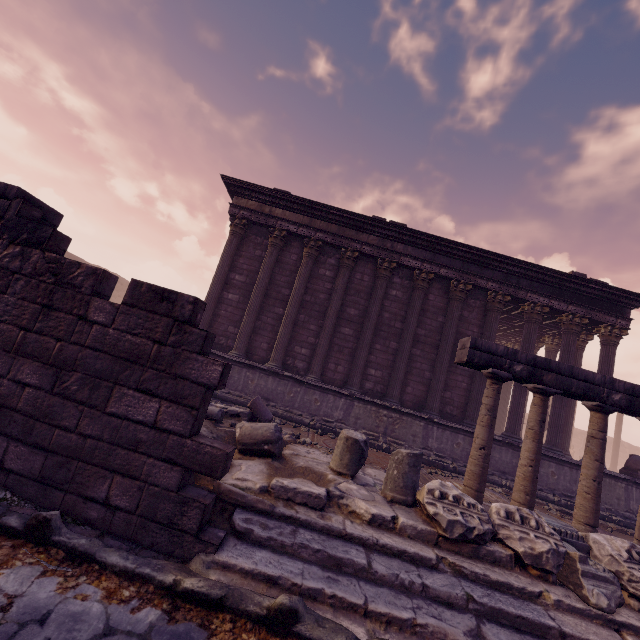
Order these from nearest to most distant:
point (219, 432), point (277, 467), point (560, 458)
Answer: point (277, 467) → point (219, 432) → point (560, 458)

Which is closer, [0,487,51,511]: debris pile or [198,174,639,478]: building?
[0,487,51,511]: debris pile

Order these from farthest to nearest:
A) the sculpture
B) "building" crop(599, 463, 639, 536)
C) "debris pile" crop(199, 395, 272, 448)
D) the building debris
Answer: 1. the sculpture
2. "building" crop(599, 463, 639, 536)
3. "debris pile" crop(199, 395, 272, 448)
4. the building debris

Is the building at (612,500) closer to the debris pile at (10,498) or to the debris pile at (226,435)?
the debris pile at (226,435)

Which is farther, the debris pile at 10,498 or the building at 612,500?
the building at 612,500

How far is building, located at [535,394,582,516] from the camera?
10.11m

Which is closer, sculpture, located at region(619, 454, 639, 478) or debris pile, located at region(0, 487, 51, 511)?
debris pile, located at region(0, 487, 51, 511)
